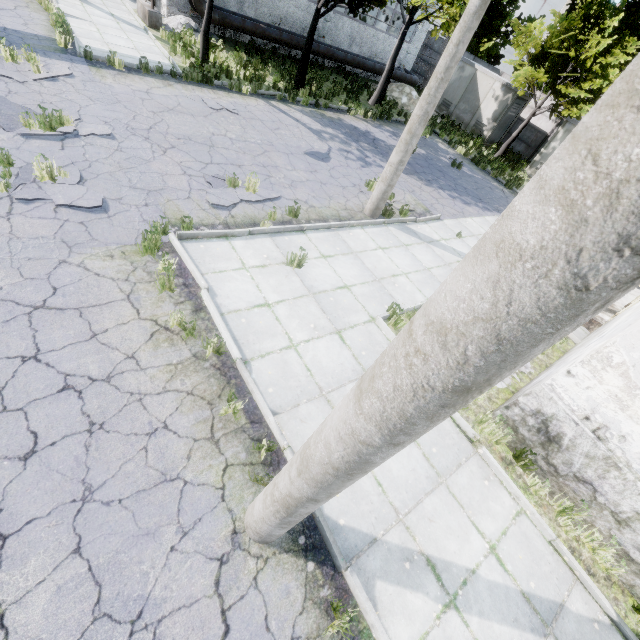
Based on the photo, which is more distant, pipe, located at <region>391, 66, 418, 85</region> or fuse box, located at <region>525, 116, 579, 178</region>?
pipe, located at <region>391, 66, 418, 85</region>

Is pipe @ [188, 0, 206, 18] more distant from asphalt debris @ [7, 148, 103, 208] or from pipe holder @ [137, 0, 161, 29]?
asphalt debris @ [7, 148, 103, 208]

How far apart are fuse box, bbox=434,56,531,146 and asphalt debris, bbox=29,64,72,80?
23.44m

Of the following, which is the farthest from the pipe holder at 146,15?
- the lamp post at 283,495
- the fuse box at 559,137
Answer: the fuse box at 559,137

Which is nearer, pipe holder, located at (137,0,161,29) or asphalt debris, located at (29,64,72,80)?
asphalt debris, located at (29,64,72,80)

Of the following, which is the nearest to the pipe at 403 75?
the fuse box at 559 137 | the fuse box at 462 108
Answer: the fuse box at 462 108

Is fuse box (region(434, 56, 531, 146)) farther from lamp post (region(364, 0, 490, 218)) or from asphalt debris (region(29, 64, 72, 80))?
asphalt debris (region(29, 64, 72, 80))

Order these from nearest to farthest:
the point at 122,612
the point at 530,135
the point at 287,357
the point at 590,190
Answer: the point at 590,190 → the point at 122,612 → the point at 287,357 → the point at 530,135
